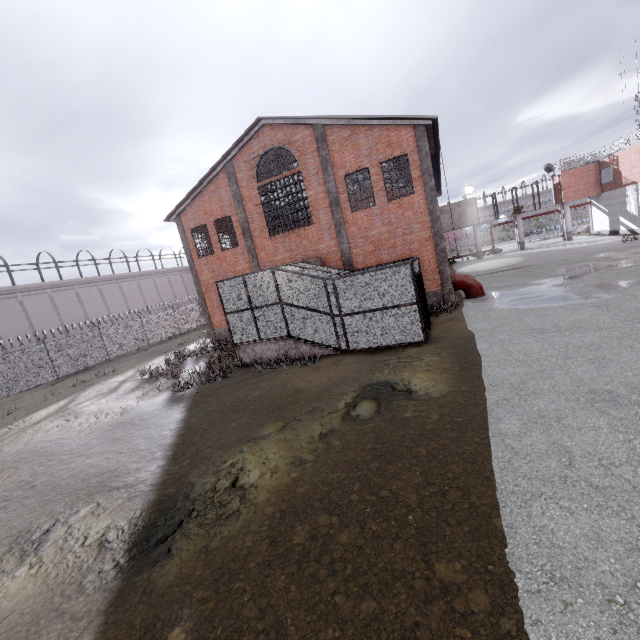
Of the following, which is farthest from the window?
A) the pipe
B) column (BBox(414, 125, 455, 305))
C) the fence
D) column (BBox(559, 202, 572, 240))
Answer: column (BBox(414, 125, 455, 305))

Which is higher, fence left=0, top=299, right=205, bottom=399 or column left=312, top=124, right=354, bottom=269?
column left=312, top=124, right=354, bottom=269

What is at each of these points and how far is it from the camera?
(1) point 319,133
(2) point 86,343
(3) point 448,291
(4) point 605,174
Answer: (1) column, 17.1 meters
(2) fence, 25.6 meters
(3) column, 16.6 meters
(4) window, 30.9 meters

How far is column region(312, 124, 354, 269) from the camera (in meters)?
17.12

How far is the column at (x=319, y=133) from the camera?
17.1m

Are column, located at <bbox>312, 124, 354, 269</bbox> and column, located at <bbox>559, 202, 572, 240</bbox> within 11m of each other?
no

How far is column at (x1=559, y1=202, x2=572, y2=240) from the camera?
34.0m

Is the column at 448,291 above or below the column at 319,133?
below
